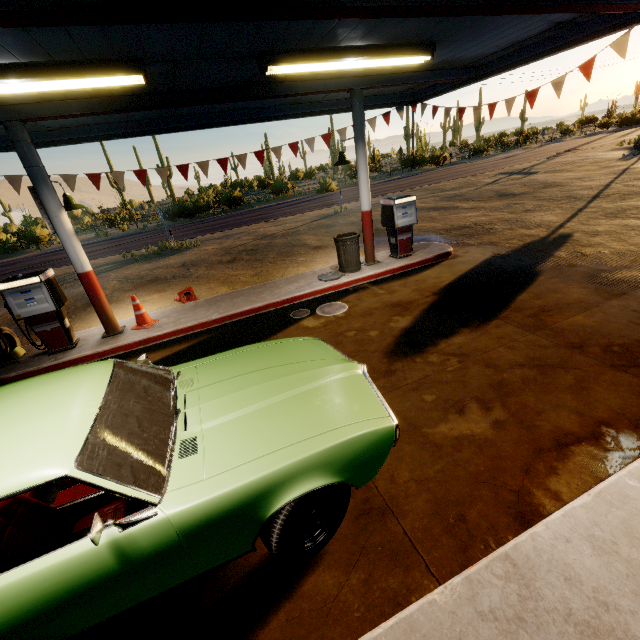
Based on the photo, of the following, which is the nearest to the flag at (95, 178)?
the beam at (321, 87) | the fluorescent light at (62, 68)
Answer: the beam at (321, 87)

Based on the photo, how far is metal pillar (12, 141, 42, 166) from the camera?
5.2m

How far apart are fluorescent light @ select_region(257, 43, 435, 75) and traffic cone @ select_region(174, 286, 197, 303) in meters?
5.1

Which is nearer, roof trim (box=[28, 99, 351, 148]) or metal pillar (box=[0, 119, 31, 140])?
metal pillar (box=[0, 119, 31, 140])

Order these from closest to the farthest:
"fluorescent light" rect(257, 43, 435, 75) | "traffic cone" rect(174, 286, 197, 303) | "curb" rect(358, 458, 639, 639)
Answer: "curb" rect(358, 458, 639, 639) < "fluorescent light" rect(257, 43, 435, 75) < "traffic cone" rect(174, 286, 197, 303)

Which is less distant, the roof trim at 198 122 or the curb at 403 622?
the curb at 403 622

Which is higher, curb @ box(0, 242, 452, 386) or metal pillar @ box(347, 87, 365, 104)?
metal pillar @ box(347, 87, 365, 104)

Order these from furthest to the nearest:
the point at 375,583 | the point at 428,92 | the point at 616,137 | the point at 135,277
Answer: the point at 616,137 → the point at 135,277 → the point at 428,92 → the point at 375,583
